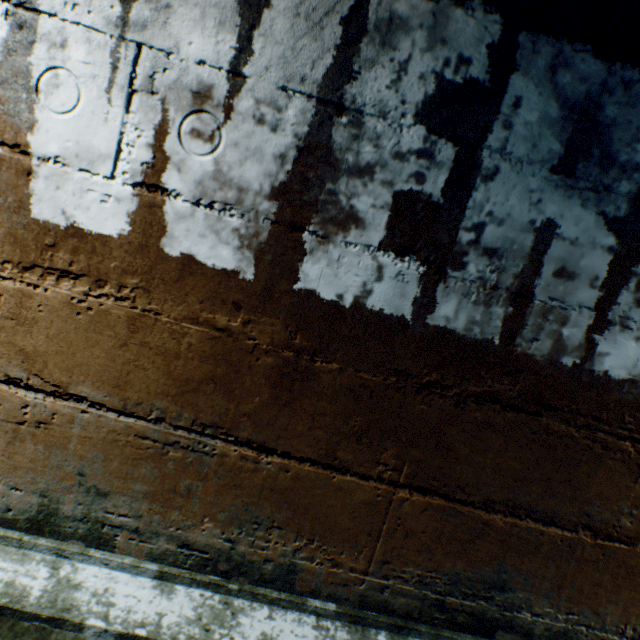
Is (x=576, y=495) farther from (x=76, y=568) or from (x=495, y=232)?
(x=76, y=568)
